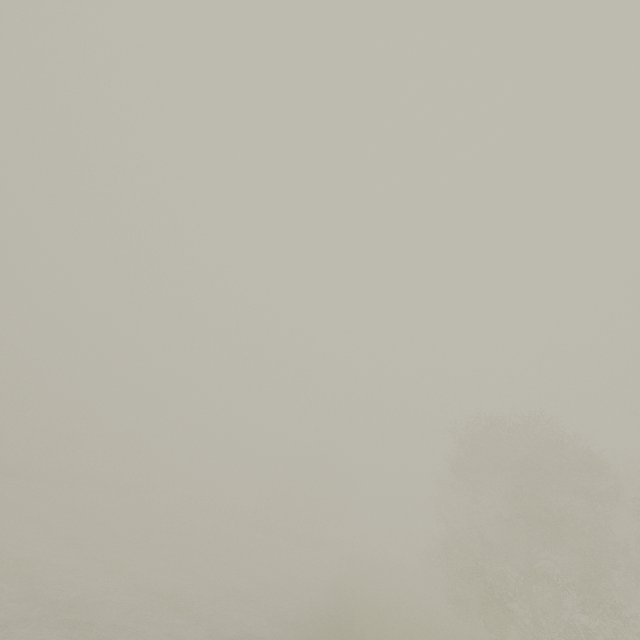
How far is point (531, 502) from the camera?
A: 18.4m
